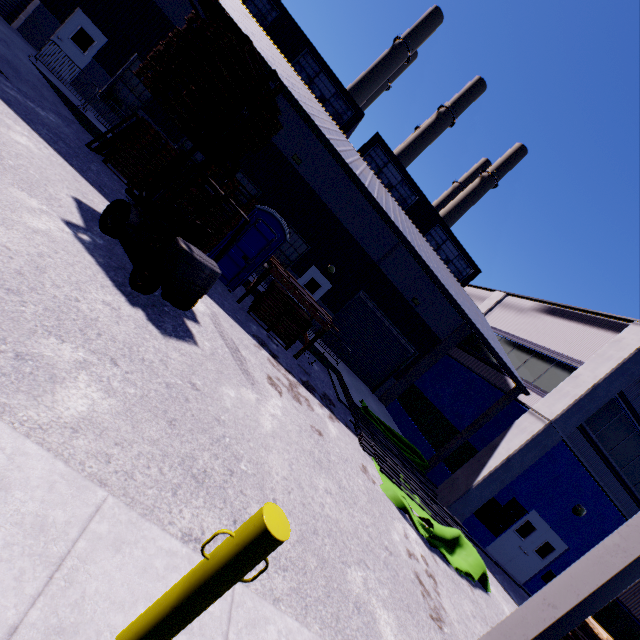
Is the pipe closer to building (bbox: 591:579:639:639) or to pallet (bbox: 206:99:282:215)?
building (bbox: 591:579:639:639)

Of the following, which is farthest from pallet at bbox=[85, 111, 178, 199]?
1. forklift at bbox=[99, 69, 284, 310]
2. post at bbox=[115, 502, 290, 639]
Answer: post at bbox=[115, 502, 290, 639]

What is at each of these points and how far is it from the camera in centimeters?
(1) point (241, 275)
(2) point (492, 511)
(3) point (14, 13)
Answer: (1) portable restroom, 1088cm
(2) electrical box, 1207cm
(3) roll-up door, 1266cm

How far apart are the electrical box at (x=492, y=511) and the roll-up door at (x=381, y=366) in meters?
7.5

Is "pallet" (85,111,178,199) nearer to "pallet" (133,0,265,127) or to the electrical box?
"pallet" (133,0,265,127)

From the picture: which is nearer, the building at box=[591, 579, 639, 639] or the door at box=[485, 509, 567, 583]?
the building at box=[591, 579, 639, 639]

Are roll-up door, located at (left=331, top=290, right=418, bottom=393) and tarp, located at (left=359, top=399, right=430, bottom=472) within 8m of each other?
yes

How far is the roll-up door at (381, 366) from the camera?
17.7m
